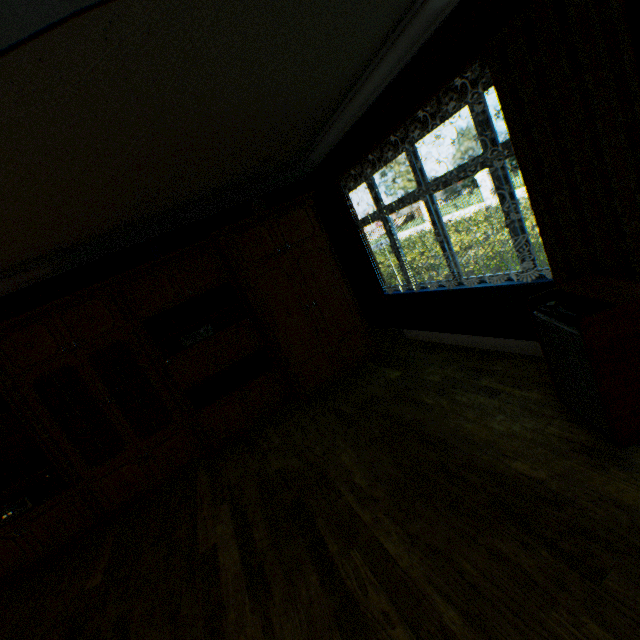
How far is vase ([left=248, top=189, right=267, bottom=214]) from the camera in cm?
440

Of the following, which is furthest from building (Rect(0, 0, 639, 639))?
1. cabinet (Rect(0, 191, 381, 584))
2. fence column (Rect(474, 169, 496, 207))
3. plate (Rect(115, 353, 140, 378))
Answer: fence column (Rect(474, 169, 496, 207))

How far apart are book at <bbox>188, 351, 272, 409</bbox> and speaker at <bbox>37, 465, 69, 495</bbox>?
1.65m

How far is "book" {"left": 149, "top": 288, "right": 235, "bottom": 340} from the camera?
4.13m

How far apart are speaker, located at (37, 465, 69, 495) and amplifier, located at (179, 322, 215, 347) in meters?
2.0 m

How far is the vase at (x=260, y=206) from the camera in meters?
4.4

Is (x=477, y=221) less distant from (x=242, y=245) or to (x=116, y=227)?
(x=242, y=245)

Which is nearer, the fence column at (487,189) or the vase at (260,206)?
the vase at (260,206)
